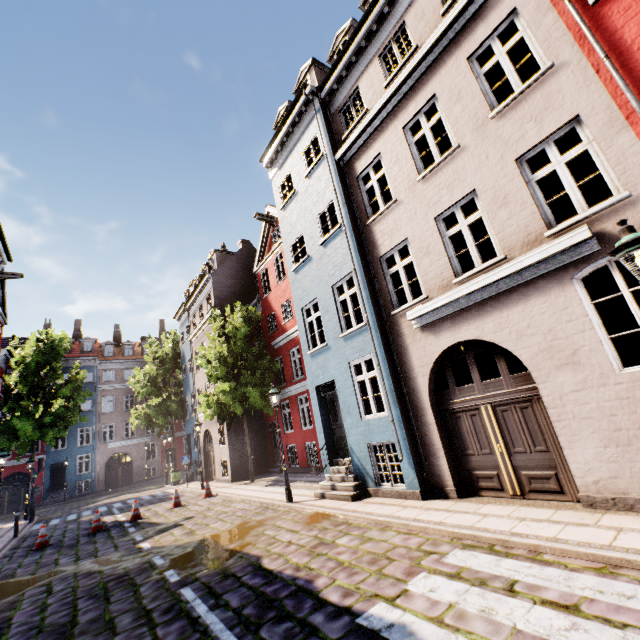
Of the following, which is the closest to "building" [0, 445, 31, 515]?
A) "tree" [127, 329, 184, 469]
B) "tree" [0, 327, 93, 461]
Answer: "tree" [127, 329, 184, 469]

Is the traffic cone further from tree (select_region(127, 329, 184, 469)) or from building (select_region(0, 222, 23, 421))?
tree (select_region(127, 329, 184, 469))

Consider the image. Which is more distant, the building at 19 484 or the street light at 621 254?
the building at 19 484

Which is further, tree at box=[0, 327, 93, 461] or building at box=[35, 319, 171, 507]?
building at box=[35, 319, 171, 507]

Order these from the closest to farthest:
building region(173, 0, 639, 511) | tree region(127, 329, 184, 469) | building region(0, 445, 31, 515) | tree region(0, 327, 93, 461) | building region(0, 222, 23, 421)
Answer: building region(173, 0, 639, 511)
building region(0, 222, 23, 421)
tree region(0, 327, 93, 461)
tree region(127, 329, 184, 469)
building region(0, 445, 31, 515)

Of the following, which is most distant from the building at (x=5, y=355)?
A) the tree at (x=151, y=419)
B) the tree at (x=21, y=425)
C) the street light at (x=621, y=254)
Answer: the tree at (x=21, y=425)

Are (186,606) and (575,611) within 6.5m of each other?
yes

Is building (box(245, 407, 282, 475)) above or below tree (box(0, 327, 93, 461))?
below
